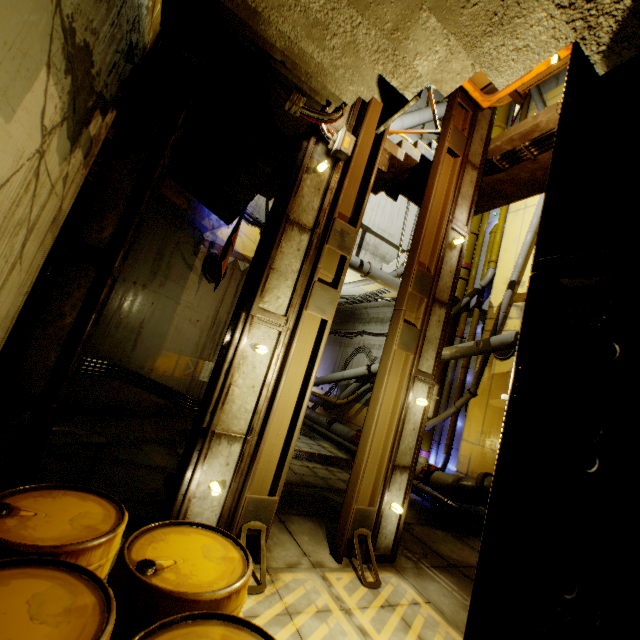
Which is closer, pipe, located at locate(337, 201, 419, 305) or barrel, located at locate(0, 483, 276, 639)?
barrel, located at locate(0, 483, 276, 639)

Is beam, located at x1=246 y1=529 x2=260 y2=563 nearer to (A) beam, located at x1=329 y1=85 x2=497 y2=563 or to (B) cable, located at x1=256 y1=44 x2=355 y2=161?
(B) cable, located at x1=256 y1=44 x2=355 y2=161

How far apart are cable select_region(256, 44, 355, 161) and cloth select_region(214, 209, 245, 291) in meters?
A: 2.9 m

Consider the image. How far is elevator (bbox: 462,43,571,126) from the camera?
5.1m

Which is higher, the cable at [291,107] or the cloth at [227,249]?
the cable at [291,107]

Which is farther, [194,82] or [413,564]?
[413,564]

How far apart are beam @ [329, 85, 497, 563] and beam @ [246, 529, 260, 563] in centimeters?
203cm

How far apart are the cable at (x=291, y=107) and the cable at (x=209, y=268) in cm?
485
